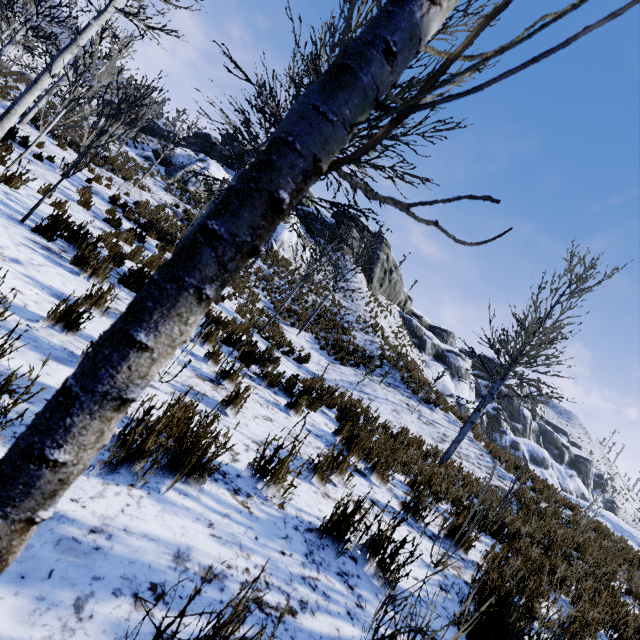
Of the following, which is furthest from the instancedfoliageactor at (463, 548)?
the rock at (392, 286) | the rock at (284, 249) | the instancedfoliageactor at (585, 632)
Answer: the rock at (284, 249)

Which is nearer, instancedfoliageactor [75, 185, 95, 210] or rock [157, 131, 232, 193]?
instancedfoliageactor [75, 185, 95, 210]

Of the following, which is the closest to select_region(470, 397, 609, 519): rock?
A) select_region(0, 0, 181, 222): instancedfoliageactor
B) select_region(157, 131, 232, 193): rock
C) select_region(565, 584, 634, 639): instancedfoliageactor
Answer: select_region(565, 584, 634, 639): instancedfoliageactor

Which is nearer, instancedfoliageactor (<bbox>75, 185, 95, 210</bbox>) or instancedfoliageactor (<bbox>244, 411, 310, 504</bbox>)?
instancedfoliageactor (<bbox>244, 411, 310, 504</bbox>)

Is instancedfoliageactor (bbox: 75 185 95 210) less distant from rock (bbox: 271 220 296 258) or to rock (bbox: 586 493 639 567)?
rock (bbox: 586 493 639 567)

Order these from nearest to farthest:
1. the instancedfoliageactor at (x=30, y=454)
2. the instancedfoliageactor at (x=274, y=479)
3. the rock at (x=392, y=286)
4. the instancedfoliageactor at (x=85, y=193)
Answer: the instancedfoliageactor at (x=30, y=454) → the instancedfoliageactor at (x=274, y=479) → the instancedfoliageactor at (x=85, y=193) → the rock at (x=392, y=286)

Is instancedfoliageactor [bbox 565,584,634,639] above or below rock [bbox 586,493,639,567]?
below

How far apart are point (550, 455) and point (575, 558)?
53.15m
